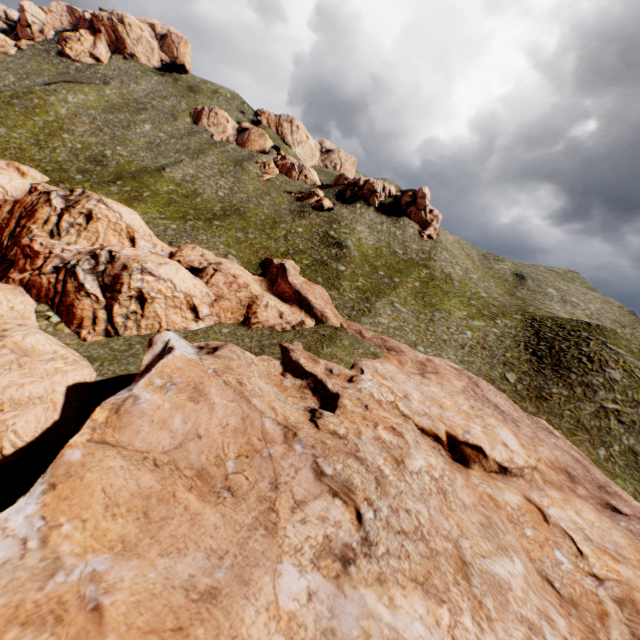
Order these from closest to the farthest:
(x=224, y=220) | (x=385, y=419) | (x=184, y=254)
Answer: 1. (x=385, y=419)
2. (x=184, y=254)
3. (x=224, y=220)
